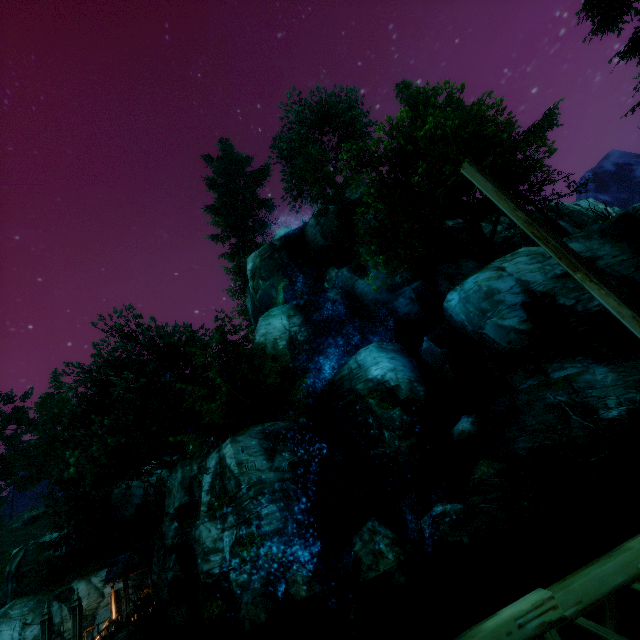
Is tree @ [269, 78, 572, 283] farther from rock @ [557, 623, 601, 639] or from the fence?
rock @ [557, 623, 601, 639]

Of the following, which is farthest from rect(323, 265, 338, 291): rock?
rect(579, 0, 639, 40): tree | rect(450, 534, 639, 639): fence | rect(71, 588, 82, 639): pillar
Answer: rect(450, 534, 639, 639): fence

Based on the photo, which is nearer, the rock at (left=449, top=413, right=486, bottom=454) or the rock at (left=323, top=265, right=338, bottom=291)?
the rock at (left=449, top=413, right=486, bottom=454)

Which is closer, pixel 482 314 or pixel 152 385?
pixel 482 314

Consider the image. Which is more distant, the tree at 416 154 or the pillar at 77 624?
the tree at 416 154

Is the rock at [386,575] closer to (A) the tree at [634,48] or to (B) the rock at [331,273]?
(A) the tree at [634,48]

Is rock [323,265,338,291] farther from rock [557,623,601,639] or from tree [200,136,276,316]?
rock [557,623,601,639]

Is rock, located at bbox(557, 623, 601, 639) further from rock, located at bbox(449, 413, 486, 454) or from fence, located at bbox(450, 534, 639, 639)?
fence, located at bbox(450, 534, 639, 639)
